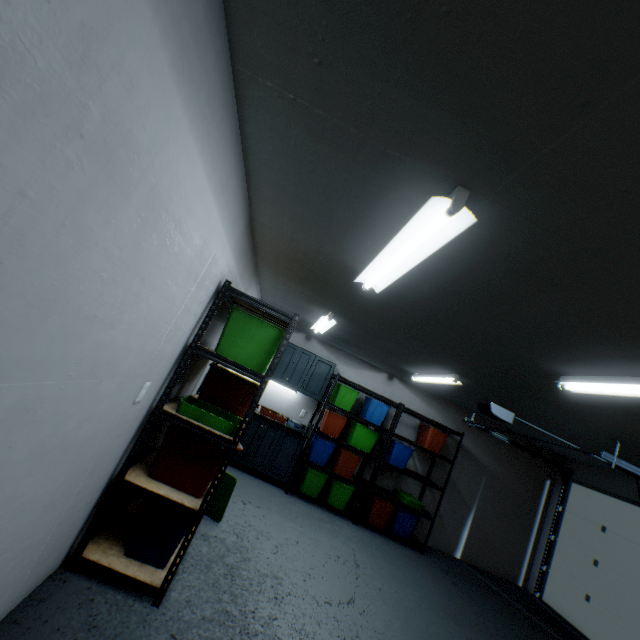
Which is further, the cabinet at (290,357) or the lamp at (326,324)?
the cabinet at (290,357)

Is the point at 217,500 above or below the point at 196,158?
below

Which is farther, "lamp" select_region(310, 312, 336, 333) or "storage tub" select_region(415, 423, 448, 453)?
"storage tub" select_region(415, 423, 448, 453)

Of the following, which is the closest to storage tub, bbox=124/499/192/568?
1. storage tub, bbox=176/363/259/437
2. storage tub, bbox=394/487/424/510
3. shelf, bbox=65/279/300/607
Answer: shelf, bbox=65/279/300/607

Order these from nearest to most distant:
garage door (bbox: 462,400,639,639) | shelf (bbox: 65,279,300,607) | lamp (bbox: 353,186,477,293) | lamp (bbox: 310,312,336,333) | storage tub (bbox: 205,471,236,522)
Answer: lamp (bbox: 353,186,477,293) → shelf (bbox: 65,279,300,607) → storage tub (bbox: 205,471,236,522) → lamp (bbox: 310,312,336,333) → garage door (bbox: 462,400,639,639)

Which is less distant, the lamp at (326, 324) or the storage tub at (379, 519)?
the lamp at (326, 324)

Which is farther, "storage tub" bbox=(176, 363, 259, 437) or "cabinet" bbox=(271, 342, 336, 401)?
"cabinet" bbox=(271, 342, 336, 401)

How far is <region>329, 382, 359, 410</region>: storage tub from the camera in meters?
5.3
